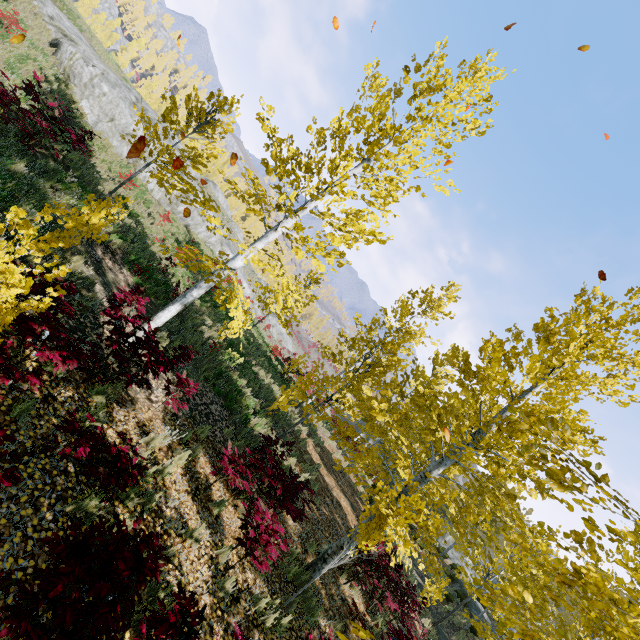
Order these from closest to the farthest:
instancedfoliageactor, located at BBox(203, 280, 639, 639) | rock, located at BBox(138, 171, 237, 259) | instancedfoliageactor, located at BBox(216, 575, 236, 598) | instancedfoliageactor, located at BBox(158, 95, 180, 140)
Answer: instancedfoliageactor, located at BBox(203, 280, 639, 639) → instancedfoliageactor, located at BBox(216, 575, 236, 598) → instancedfoliageactor, located at BBox(158, 95, 180, 140) → rock, located at BBox(138, 171, 237, 259)

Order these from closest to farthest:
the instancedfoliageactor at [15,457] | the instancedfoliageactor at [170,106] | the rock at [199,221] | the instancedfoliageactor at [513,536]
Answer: the instancedfoliageactor at [15,457] → the instancedfoliageactor at [513,536] → the instancedfoliageactor at [170,106] → the rock at [199,221]

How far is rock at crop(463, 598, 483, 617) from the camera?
20.6 meters

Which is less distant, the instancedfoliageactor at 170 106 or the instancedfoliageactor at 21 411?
the instancedfoliageactor at 21 411

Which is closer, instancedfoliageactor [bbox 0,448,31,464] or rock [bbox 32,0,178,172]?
instancedfoliageactor [bbox 0,448,31,464]

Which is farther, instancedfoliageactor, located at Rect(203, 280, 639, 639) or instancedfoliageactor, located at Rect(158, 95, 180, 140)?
instancedfoliageactor, located at Rect(158, 95, 180, 140)

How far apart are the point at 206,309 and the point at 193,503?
11.6 meters

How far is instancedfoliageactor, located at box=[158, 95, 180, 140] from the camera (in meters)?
9.84
